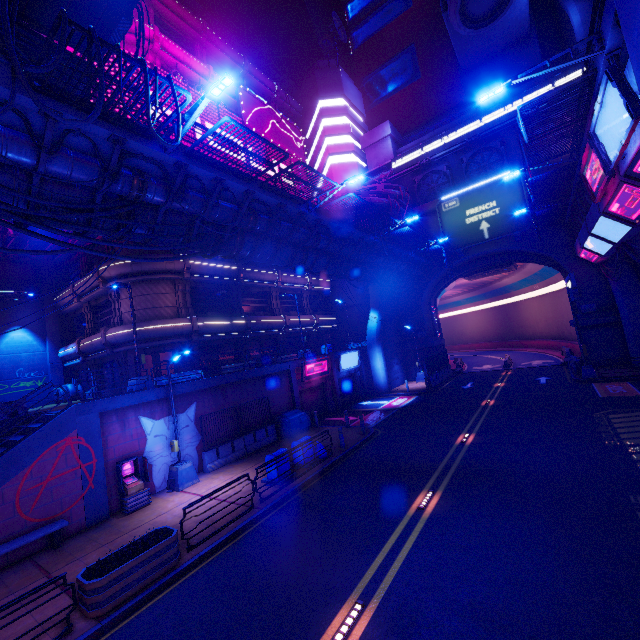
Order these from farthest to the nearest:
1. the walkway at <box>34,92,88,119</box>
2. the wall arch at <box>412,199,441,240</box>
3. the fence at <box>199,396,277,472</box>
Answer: the wall arch at <box>412,199,441,240</box> < the fence at <box>199,396,277,472</box> < the walkway at <box>34,92,88,119</box>

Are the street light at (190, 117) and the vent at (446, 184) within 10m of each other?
no

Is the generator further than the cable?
Yes

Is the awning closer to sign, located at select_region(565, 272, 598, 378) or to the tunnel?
sign, located at select_region(565, 272, 598, 378)

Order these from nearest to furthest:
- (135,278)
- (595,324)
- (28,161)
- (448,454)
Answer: (28,161), (448,454), (135,278), (595,324)

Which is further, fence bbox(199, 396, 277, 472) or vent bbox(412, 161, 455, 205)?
vent bbox(412, 161, 455, 205)

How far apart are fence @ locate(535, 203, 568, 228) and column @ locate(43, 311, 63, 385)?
39.8m

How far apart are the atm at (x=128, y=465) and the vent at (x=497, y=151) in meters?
36.6 m
